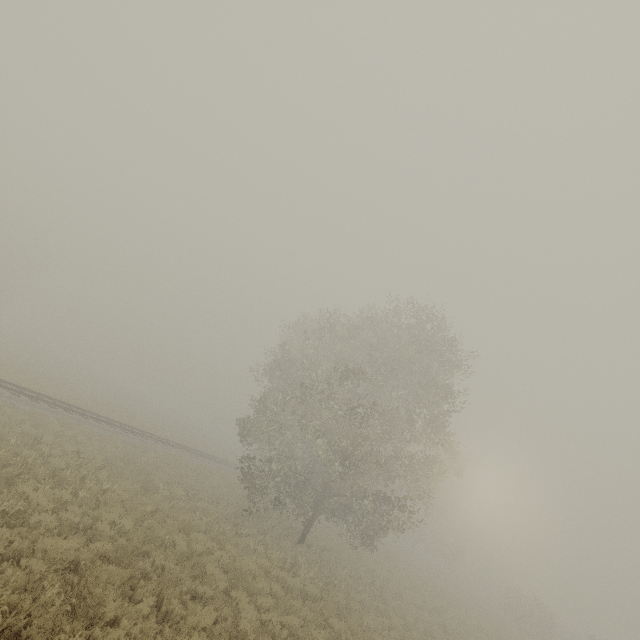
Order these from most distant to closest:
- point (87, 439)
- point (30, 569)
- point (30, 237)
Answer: point (30, 237) < point (87, 439) < point (30, 569)
